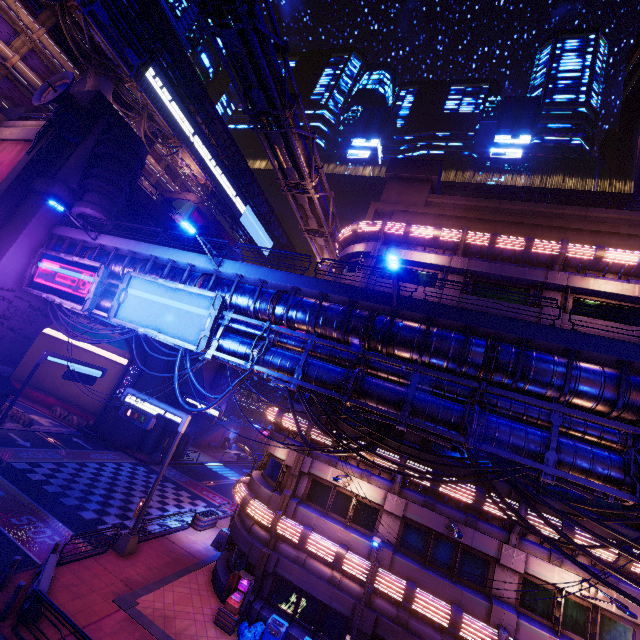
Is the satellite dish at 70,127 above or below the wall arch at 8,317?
above

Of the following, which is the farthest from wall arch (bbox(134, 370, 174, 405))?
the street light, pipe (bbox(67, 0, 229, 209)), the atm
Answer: pipe (bbox(67, 0, 229, 209))

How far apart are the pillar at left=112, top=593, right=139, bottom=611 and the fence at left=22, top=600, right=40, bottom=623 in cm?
237

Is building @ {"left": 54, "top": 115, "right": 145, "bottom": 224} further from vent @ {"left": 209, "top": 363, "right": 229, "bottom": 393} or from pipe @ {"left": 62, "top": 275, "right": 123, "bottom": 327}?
vent @ {"left": 209, "top": 363, "right": 229, "bottom": 393}

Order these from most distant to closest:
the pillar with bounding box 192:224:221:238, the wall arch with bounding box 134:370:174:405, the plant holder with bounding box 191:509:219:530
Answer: the pillar with bounding box 192:224:221:238 < the wall arch with bounding box 134:370:174:405 < the plant holder with bounding box 191:509:219:530

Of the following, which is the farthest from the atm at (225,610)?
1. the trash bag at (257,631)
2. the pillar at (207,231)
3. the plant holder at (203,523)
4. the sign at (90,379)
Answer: the pillar at (207,231)

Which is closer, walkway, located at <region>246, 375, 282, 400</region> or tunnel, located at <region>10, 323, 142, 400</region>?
tunnel, located at <region>10, 323, 142, 400</region>

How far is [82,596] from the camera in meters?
12.8
